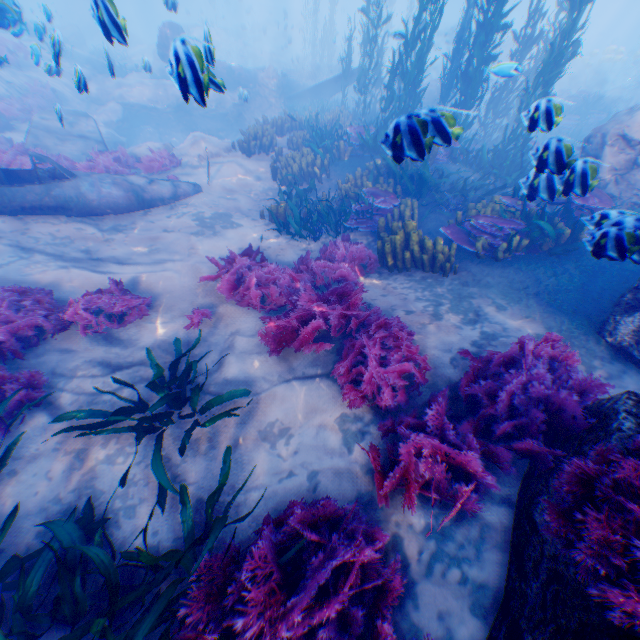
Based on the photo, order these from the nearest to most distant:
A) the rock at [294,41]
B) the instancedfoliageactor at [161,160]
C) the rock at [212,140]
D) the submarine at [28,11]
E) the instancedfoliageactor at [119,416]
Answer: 1. the instancedfoliageactor at [119,416]
2. the submarine at [28,11]
3. the instancedfoliageactor at [161,160]
4. the rock at [212,140]
5. the rock at [294,41]

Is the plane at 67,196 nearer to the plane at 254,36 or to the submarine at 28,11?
the submarine at 28,11

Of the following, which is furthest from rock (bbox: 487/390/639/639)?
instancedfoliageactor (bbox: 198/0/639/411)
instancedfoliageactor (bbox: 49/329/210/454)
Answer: instancedfoliageactor (bbox: 49/329/210/454)

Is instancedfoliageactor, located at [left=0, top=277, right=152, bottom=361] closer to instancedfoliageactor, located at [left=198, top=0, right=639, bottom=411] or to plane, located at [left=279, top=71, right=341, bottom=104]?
instancedfoliageactor, located at [left=198, top=0, right=639, bottom=411]

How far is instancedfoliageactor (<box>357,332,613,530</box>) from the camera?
2.8m

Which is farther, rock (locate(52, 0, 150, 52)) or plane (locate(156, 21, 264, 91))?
rock (locate(52, 0, 150, 52))

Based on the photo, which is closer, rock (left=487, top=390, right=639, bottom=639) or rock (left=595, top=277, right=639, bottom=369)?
rock (left=487, top=390, right=639, bottom=639)

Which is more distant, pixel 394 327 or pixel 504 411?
pixel 394 327
